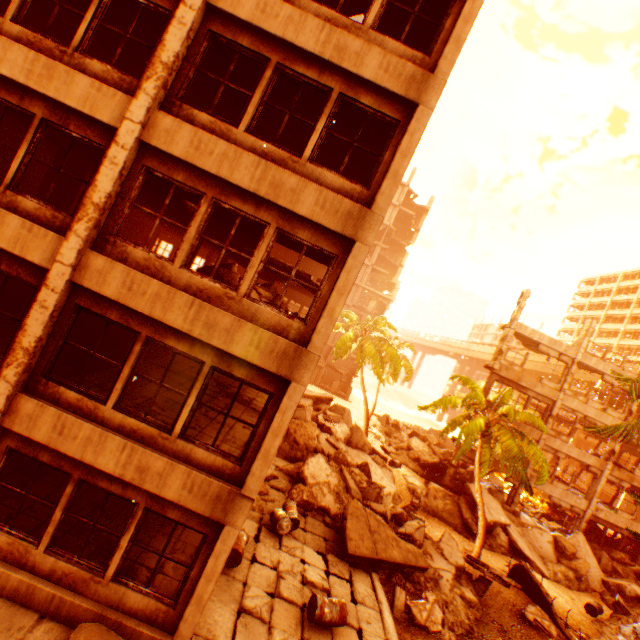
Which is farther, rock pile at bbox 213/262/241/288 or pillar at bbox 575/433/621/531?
pillar at bbox 575/433/621/531

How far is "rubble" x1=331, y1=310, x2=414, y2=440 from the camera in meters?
27.9 m

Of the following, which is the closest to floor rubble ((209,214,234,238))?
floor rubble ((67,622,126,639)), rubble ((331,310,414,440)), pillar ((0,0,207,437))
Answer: pillar ((0,0,207,437))

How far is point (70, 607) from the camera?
6.0 meters

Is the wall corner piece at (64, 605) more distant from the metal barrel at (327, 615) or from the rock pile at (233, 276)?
the rock pile at (233, 276)

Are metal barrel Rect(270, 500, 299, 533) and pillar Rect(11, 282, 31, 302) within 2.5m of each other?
no

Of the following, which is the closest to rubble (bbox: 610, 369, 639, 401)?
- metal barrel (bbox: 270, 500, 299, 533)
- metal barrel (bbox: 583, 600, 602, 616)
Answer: metal barrel (bbox: 583, 600, 602, 616)

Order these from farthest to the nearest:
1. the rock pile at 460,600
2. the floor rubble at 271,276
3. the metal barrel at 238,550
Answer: the floor rubble at 271,276 → the rock pile at 460,600 → the metal barrel at 238,550
